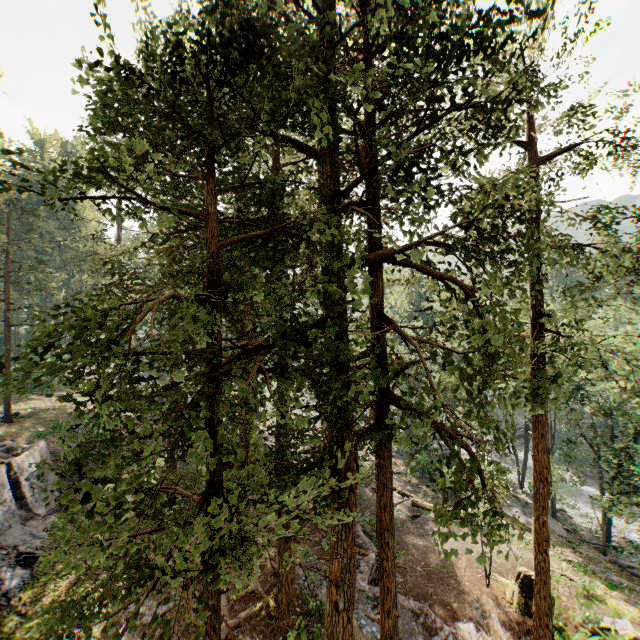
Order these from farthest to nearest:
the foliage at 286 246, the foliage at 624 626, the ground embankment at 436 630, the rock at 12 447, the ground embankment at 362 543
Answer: the rock at 12 447 → the ground embankment at 362 543 → the foliage at 624 626 → the ground embankment at 436 630 → the foliage at 286 246

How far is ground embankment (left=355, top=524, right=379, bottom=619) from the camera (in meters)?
15.74

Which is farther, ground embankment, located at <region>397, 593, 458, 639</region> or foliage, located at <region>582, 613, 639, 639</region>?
foliage, located at <region>582, 613, 639, 639</region>

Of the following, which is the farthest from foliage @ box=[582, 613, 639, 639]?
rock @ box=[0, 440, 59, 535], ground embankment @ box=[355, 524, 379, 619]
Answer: rock @ box=[0, 440, 59, 535]

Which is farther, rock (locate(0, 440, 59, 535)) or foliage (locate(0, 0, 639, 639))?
rock (locate(0, 440, 59, 535))

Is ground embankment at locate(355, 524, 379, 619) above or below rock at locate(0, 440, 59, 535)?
below

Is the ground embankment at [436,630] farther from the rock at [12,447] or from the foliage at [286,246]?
the rock at [12,447]

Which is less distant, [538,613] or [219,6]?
[219,6]
